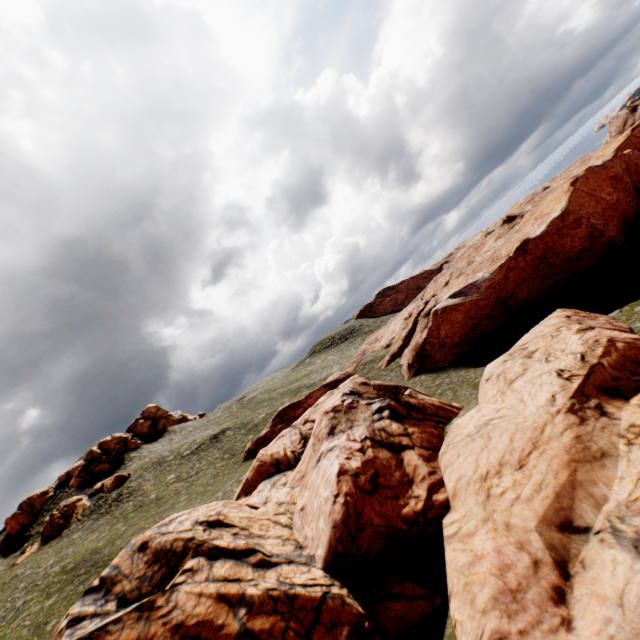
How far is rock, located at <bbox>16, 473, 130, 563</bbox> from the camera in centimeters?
4425cm

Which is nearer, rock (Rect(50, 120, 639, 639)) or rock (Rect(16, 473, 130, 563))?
rock (Rect(50, 120, 639, 639))

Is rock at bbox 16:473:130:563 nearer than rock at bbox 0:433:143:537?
Yes

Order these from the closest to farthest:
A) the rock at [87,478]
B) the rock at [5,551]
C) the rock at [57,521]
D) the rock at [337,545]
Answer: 1. the rock at [337,545]
2. the rock at [57,521]
3. the rock at [5,551]
4. the rock at [87,478]

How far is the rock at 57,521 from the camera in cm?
4425

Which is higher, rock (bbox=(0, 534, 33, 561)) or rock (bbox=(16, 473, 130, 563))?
rock (bbox=(0, 534, 33, 561))

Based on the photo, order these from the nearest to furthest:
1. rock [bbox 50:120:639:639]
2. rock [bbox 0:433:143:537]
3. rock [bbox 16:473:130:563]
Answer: rock [bbox 50:120:639:639] < rock [bbox 16:473:130:563] < rock [bbox 0:433:143:537]

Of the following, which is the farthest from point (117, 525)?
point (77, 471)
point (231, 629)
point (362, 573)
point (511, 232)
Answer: point (511, 232)
